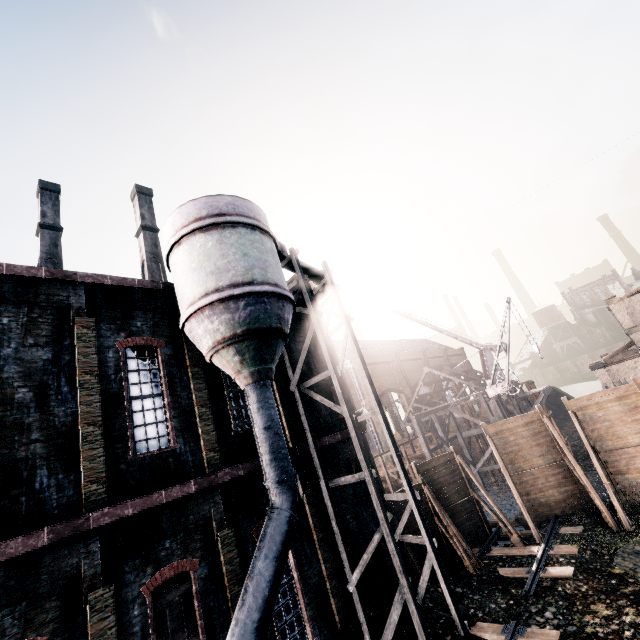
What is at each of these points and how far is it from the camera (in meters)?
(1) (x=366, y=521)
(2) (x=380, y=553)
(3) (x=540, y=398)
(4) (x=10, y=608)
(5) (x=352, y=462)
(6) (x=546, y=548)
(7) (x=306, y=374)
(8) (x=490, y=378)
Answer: (1) building, 14.76
(2) building, 14.45
(3) wooden scaffolding, 29.50
(4) building, 7.18
(5) building, 15.73
(6) railway, 14.72
(7) building, 16.61
(8) crane, 28.27

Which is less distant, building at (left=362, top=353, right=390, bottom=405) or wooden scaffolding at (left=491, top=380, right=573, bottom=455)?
wooden scaffolding at (left=491, top=380, right=573, bottom=455)

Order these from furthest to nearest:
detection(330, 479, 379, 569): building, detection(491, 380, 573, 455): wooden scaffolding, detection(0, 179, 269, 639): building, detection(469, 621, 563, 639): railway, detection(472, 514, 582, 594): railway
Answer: detection(491, 380, 573, 455): wooden scaffolding → detection(330, 479, 379, 569): building → detection(472, 514, 582, 594): railway → detection(469, 621, 563, 639): railway → detection(0, 179, 269, 639): building

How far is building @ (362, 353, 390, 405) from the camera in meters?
57.6 m

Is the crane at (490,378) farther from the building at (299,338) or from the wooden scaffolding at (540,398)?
the building at (299,338)

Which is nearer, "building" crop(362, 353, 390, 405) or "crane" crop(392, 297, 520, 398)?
"crane" crop(392, 297, 520, 398)

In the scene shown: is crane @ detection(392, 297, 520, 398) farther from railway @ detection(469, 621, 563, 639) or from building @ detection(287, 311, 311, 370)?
railway @ detection(469, 621, 563, 639)

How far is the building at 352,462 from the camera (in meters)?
14.83
